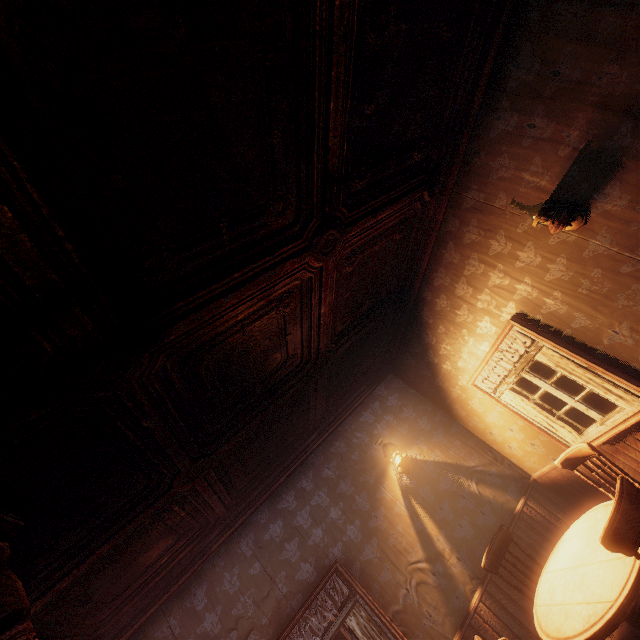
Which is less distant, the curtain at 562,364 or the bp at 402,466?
the curtain at 562,364

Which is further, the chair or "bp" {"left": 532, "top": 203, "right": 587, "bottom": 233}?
the chair

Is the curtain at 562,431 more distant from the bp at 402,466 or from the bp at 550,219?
the bp at 402,466

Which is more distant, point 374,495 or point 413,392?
point 413,392

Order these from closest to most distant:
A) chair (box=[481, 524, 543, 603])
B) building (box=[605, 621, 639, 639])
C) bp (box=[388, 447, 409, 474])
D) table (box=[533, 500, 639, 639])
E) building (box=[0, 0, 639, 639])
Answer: building (box=[0, 0, 639, 639]) → table (box=[533, 500, 639, 639]) → building (box=[605, 621, 639, 639]) → chair (box=[481, 524, 543, 603]) → bp (box=[388, 447, 409, 474])

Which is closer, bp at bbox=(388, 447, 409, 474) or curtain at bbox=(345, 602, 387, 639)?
curtain at bbox=(345, 602, 387, 639)

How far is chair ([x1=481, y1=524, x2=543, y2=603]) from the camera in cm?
358

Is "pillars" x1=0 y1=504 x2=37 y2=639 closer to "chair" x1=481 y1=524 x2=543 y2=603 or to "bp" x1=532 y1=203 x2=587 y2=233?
"chair" x1=481 y1=524 x2=543 y2=603
